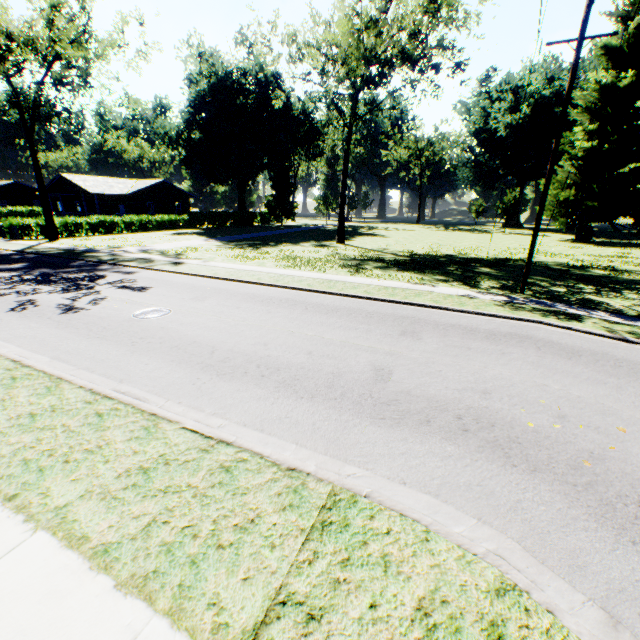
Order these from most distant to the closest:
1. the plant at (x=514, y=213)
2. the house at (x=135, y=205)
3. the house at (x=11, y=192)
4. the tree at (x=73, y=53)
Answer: the house at (x=11, y=192) < the plant at (x=514, y=213) < the house at (x=135, y=205) < the tree at (x=73, y=53)

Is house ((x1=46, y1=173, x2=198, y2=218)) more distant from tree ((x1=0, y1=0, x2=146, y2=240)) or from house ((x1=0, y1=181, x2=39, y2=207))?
house ((x1=0, y1=181, x2=39, y2=207))

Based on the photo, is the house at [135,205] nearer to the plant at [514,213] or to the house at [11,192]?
the house at [11,192]

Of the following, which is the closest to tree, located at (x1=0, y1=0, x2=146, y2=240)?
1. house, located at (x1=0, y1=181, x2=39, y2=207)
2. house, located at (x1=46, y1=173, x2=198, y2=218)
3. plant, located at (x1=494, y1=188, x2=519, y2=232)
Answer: house, located at (x1=46, y1=173, x2=198, y2=218)

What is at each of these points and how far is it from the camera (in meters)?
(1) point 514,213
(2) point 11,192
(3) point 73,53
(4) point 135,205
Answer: (1) plant, 49.12
(2) house, 56.88
(3) tree, 24.33
(4) house, 44.31

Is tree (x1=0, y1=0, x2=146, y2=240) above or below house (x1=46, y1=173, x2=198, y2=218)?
above

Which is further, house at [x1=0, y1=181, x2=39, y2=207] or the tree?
house at [x1=0, y1=181, x2=39, y2=207]
